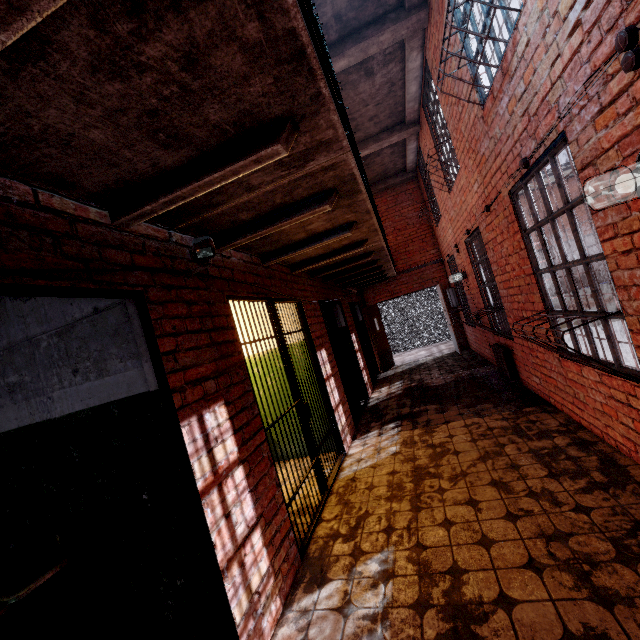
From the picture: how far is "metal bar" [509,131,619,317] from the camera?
2.68m

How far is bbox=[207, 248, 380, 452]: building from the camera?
3.2m

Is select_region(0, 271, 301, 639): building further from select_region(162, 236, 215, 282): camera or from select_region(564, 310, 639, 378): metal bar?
select_region(564, 310, 639, 378): metal bar

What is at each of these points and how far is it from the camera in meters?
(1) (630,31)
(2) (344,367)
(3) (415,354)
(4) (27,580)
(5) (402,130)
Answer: (1) wiring, 1.6
(2) metal bar, 6.3
(3) stair, 12.0
(4) table, 2.2
(5) ceiling beam, 7.5

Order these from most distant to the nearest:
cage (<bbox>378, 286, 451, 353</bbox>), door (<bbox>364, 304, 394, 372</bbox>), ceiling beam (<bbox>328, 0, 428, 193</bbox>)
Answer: cage (<bbox>378, 286, 451, 353</bbox>)
door (<bbox>364, 304, 394, 372</bbox>)
ceiling beam (<bbox>328, 0, 428, 193</bbox>)

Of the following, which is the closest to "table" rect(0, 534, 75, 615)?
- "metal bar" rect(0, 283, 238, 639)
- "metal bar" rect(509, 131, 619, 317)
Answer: "metal bar" rect(0, 283, 238, 639)

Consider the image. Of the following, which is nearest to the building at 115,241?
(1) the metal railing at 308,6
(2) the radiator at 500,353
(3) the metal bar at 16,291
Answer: (3) the metal bar at 16,291

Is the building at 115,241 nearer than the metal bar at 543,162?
Yes
